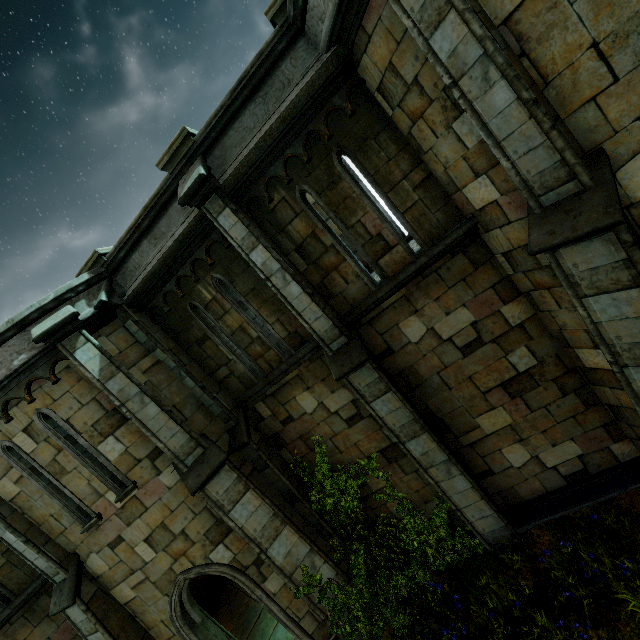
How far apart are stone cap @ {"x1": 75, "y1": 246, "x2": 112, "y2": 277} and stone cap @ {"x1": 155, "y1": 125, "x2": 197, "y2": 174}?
2.4 meters

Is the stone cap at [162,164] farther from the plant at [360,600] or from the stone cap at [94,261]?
the plant at [360,600]

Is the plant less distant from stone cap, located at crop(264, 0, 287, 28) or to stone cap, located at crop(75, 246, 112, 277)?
stone cap, located at crop(75, 246, 112, 277)

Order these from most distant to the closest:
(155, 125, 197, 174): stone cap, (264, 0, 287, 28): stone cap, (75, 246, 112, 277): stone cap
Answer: (75, 246, 112, 277): stone cap, (155, 125, 197, 174): stone cap, (264, 0, 287, 28): stone cap

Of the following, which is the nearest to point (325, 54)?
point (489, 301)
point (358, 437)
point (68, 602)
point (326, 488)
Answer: point (489, 301)

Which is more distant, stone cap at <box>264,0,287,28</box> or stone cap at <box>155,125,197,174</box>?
stone cap at <box>155,125,197,174</box>

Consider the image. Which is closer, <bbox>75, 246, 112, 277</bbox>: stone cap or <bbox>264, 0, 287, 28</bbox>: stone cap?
<bbox>264, 0, 287, 28</bbox>: stone cap

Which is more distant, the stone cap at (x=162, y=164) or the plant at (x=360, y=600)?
the stone cap at (x=162, y=164)
